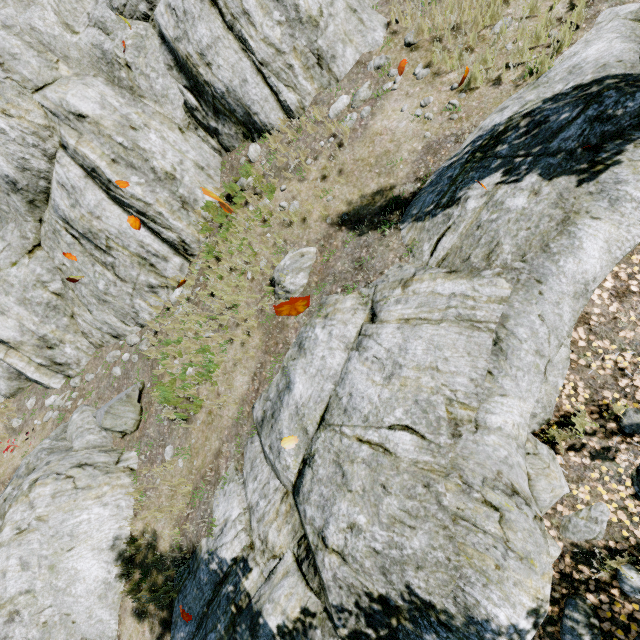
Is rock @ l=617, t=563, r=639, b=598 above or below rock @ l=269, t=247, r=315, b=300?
below

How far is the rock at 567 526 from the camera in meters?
3.7

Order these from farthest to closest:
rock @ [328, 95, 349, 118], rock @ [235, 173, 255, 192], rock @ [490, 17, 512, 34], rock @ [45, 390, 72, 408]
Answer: rock @ [45, 390, 72, 408]
rock @ [235, 173, 255, 192]
rock @ [328, 95, 349, 118]
rock @ [490, 17, 512, 34]

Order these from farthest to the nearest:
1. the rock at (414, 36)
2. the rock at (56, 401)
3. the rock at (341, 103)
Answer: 1. the rock at (56, 401)
2. the rock at (341, 103)
3. the rock at (414, 36)

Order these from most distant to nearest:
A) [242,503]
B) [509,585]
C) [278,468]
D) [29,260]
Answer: [29,260] → [242,503] → [278,468] → [509,585]

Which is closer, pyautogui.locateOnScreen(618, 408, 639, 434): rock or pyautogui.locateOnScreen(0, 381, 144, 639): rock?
pyautogui.locateOnScreen(618, 408, 639, 434): rock
